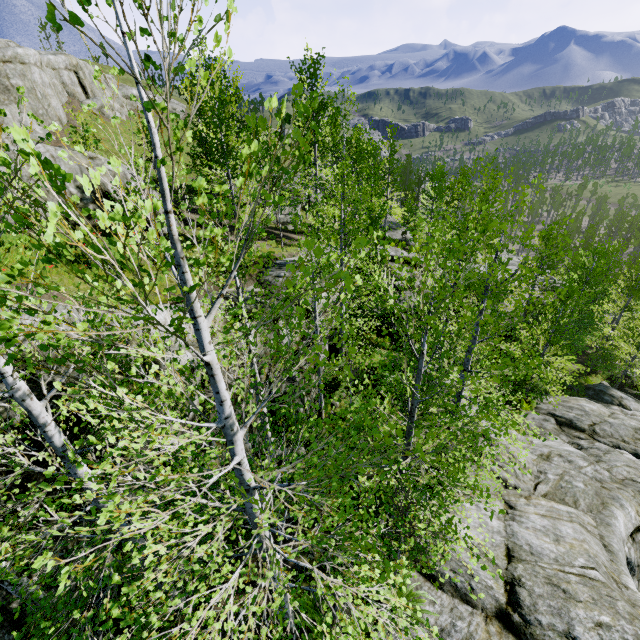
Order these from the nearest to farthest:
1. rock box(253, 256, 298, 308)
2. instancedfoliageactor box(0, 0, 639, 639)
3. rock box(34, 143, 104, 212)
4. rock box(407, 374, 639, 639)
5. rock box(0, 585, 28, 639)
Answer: instancedfoliageactor box(0, 0, 639, 639)
rock box(0, 585, 28, 639)
rock box(407, 374, 639, 639)
rock box(253, 256, 298, 308)
rock box(34, 143, 104, 212)

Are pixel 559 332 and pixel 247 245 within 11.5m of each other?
no

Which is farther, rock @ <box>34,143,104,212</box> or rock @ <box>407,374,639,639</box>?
rock @ <box>34,143,104,212</box>

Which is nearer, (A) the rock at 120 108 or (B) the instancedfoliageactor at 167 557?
(B) the instancedfoliageactor at 167 557

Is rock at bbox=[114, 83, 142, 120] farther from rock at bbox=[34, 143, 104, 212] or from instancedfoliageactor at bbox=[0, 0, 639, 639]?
rock at bbox=[34, 143, 104, 212]

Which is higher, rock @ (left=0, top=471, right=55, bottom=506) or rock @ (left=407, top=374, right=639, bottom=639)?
rock @ (left=0, top=471, right=55, bottom=506)

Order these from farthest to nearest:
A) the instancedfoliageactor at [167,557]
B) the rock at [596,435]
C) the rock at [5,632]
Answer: the rock at [596,435]
the rock at [5,632]
the instancedfoliageactor at [167,557]
